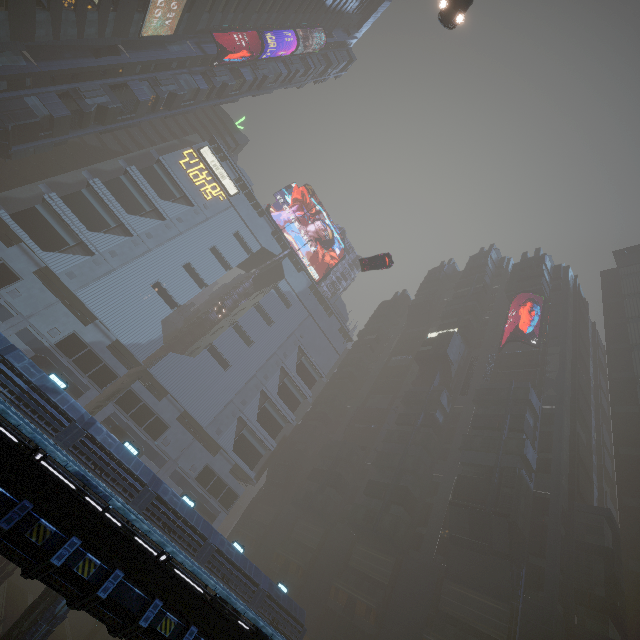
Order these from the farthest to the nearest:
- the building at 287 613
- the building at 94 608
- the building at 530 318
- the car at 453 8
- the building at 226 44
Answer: the building at 226 44, the building at 530 318, the building at 287 613, the car at 453 8, the building at 94 608

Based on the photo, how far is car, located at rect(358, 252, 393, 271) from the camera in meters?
36.6 m

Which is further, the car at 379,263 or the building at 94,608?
the car at 379,263

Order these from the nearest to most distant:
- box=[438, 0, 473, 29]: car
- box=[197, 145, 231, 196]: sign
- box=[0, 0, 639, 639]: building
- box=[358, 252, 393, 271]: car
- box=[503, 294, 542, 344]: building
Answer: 1. box=[438, 0, 473, 29]: car
2. box=[0, 0, 639, 639]: building
3. box=[358, 252, 393, 271]: car
4. box=[503, 294, 542, 344]: building
5. box=[197, 145, 231, 196]: sign

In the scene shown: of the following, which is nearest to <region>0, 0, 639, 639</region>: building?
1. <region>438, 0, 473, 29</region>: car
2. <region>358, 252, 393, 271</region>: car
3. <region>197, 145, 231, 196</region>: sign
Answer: <region>197, 145, 231, 196</region>: sign

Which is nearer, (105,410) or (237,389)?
(105,410)

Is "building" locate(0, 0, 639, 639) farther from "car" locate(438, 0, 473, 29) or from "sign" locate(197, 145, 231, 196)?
"car" locate(438, 0, 473, 29)

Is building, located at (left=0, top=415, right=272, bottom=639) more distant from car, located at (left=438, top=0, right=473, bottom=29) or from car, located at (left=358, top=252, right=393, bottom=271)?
car, located at (left=358, top=252, right=393, bottom=271)
